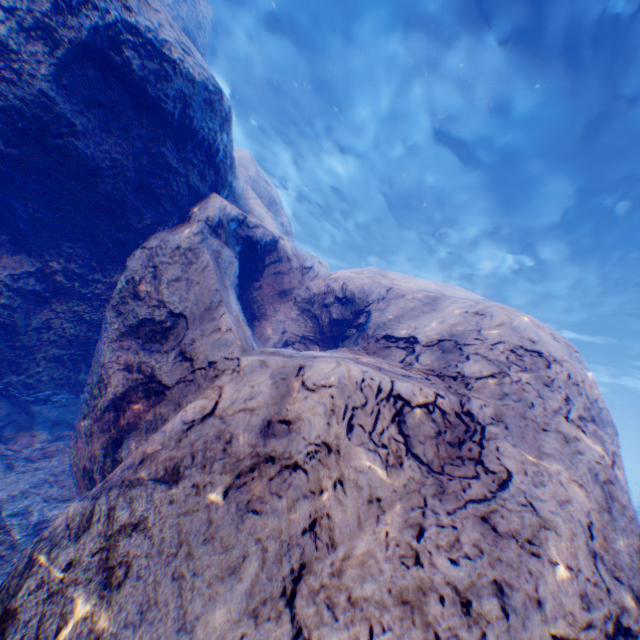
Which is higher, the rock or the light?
the light

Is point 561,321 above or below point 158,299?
above

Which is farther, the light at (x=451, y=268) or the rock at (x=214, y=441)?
the light at (x=451, y=268)

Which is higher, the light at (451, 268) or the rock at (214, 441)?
the light at (451, 268)

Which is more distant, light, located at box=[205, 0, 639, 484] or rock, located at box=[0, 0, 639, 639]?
light, located at box=[205, 0, 639, 484]
